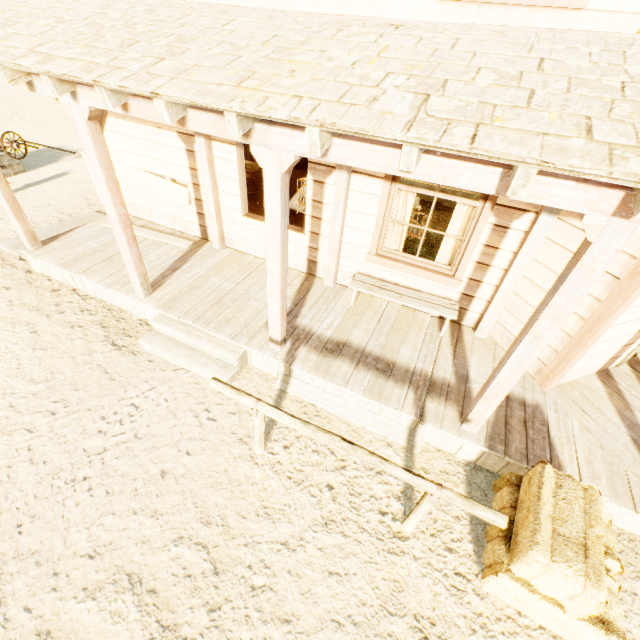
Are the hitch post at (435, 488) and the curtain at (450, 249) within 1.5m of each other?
no

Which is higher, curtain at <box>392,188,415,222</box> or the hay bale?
curtain at <box>392,188,415,222</box>

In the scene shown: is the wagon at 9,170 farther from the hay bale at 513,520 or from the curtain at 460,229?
the hay bale at 513,520

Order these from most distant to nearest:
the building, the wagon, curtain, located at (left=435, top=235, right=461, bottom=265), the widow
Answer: the wagon < curtain, located at (left=435, top=235, right=461, bottom=265) < the widow < the building

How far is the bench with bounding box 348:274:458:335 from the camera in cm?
471

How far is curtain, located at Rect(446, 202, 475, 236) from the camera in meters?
4.4

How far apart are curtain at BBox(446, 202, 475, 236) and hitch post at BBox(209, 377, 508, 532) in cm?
322

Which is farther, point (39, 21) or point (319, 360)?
point (319, 360)
